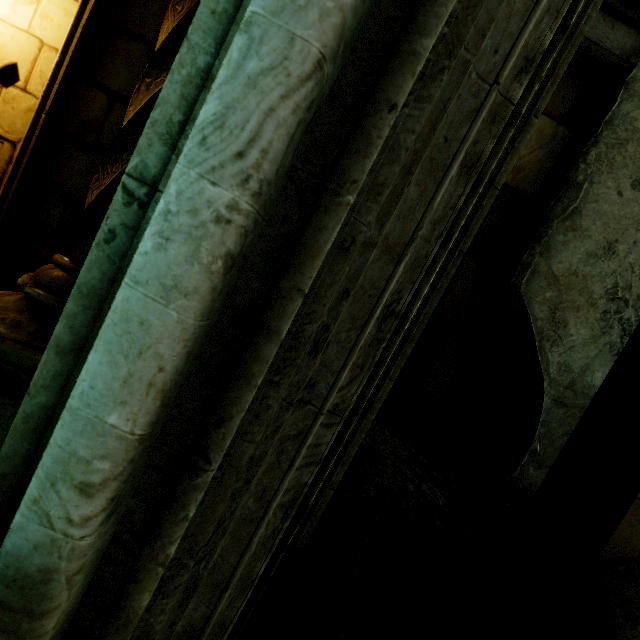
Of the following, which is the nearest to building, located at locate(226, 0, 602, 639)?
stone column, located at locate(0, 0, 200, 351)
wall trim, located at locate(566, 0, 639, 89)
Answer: stone column, located at locate(0, 0, 200, 351)

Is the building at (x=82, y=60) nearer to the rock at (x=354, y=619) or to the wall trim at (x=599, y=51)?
the rock at (x=354, y=619)

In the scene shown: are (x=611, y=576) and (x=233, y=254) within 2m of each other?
no

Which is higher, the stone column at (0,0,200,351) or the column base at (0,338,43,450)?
the stone column at (0,0,200,351)

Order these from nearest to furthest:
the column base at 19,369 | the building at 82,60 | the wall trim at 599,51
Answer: the column base at 19,369
the building at 82,60
the wall trim at 599,51

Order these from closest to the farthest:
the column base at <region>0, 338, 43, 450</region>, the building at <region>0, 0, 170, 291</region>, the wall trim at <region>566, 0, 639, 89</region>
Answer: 1. the column base at <region>0, 338, 43, 450</region>
2. the building at <region>0, 0, 170, 291</region>
3. the wall trim at <region>566, 0, 639, 89</region>

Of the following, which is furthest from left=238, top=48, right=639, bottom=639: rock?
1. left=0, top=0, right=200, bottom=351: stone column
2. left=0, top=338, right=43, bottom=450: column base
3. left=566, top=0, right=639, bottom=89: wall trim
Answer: left=0, top=0, right=200, bottom=351: stone column
